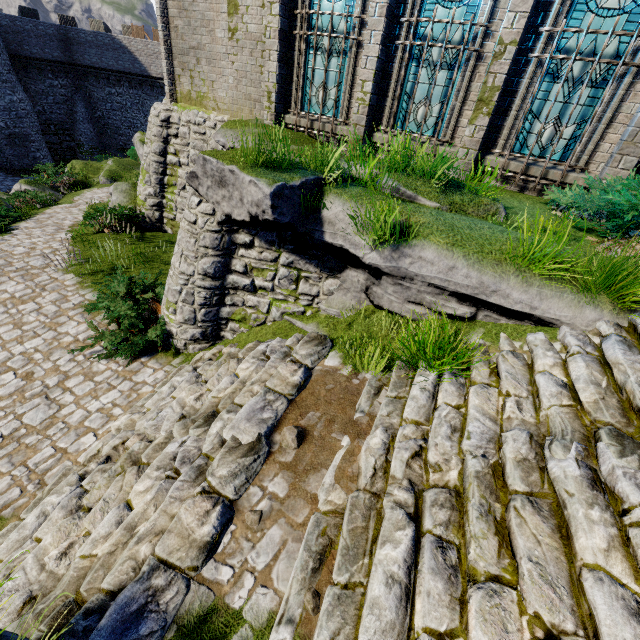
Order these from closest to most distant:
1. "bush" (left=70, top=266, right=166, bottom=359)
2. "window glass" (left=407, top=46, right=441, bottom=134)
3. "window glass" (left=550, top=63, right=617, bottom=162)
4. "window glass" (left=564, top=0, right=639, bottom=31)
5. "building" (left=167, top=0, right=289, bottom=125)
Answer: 1. "window glass" (left=564, top=0, right=639, bottom=31)
2. "window glass" (left=550, top=63, right=617, bottom=162)
3. "bush" (left=70, top=266, right=166, bottom=359)
4. "window glass" (left=407, top=46, right=441, bottom=134)
5. "building" (left=167, top=0, right=289, bottom=125)

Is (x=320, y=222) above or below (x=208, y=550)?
above

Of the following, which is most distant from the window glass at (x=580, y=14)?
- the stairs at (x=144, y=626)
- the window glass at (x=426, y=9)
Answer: the stairs at (x=144, y=626)

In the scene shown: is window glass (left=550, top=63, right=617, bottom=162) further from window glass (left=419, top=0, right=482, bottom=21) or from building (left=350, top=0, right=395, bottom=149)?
window glass (left=419, top=0, right=482, bottom=21)

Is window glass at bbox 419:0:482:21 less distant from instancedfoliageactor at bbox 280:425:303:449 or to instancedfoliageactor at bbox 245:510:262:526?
instancedfoliageactor at bbox 280:425:303:449

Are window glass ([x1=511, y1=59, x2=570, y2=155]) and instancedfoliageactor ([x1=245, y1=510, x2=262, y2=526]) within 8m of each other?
no

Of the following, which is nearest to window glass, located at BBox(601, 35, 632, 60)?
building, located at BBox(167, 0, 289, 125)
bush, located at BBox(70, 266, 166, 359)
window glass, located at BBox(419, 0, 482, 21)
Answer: building, located at BBox(167, 0, 289, 125)

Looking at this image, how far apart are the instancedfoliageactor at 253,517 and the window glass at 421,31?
9.2m
